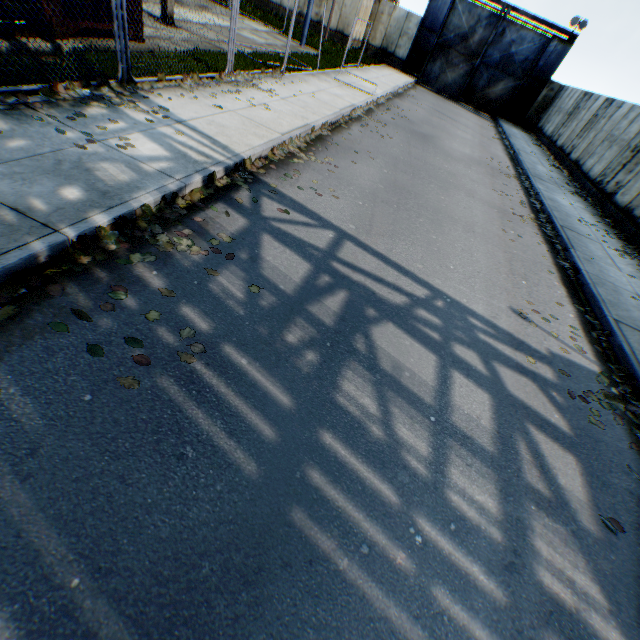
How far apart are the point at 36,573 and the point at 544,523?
4.0m

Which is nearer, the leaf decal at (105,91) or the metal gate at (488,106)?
the leaf decal at (105,91)

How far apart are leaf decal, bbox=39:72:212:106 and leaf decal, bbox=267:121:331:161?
1.72m

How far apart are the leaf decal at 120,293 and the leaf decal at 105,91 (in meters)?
1.72

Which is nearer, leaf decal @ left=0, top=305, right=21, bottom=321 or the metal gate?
leaf decal @ left=0, top=305, right=21, bottom=321

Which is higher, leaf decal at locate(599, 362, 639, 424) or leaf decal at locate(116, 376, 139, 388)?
leaf decal at locate(599, 362, 639, 424)

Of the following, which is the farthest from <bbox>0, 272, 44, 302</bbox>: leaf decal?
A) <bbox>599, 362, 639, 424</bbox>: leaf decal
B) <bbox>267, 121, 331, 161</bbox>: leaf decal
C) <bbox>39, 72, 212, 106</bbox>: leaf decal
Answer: <bbox>599, 362, 639, 424</bbox>: leaf decal
